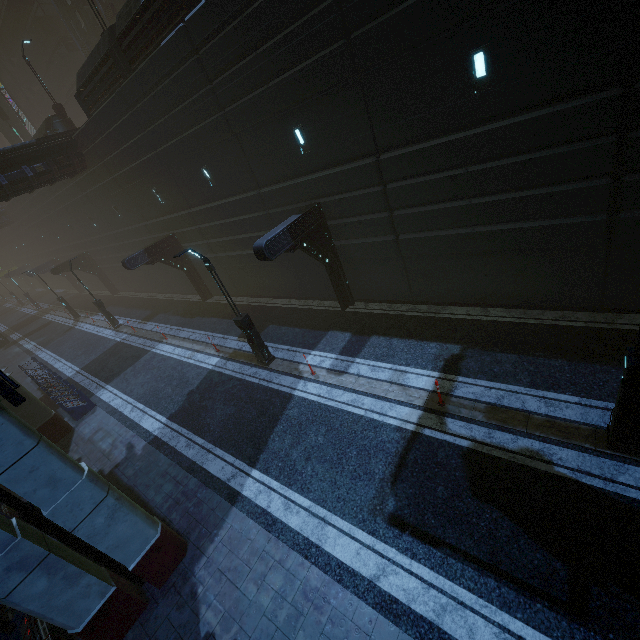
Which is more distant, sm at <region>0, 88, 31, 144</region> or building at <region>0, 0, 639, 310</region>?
sm at <region>0, 88, 31, 144</region>

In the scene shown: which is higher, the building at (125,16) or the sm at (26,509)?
the building at (125,16)

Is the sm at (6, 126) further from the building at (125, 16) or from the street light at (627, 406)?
the street light at (627, 406)

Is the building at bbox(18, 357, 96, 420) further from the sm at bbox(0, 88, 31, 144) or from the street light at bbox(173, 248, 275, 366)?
the street light at bbox(173, 248, 275, 366)

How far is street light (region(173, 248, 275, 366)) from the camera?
11.1m

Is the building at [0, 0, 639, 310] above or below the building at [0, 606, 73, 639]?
above

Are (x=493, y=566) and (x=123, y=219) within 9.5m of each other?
no

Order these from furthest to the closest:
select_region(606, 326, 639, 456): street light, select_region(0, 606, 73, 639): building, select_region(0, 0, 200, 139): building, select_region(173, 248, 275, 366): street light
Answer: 1. select_region(0, 0, 200, 139): building
2. select_region(173, 248, 275, 366): street light
3. select_region(0, 606, 73, 639): building
4. select_region(606, 326, 639, 456): street light
